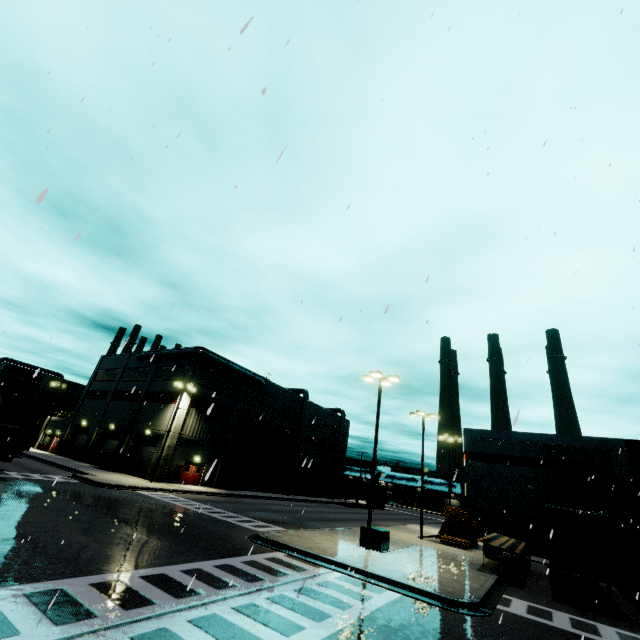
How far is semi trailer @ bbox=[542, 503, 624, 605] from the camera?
14.6m

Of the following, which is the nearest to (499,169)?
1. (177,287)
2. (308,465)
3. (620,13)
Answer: (620,13)

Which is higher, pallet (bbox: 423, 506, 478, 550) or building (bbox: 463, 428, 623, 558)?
building (bbox: 463, 428, 623, 558)

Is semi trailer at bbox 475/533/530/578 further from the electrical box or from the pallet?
the electrical box

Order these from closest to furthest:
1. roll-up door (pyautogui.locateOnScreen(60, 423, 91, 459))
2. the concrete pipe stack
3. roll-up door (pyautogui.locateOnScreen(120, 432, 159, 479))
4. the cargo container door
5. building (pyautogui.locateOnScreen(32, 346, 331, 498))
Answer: the concrete pipe stack < the cargo container door < roll-up door (pyautogui.locateOnScreen(120, 432, 159, 479)) < building (pyautogui.locateOnScreen(32, 346, 331, 498)) < roll-up door (pyautogui.locateOnScreen(60, 423, 91, 459))

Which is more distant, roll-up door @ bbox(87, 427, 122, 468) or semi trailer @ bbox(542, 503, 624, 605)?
roll-up door @ bbox(87, 427, 122, 468)

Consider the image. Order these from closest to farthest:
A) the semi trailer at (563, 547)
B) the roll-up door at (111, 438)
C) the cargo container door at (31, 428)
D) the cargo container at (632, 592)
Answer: the semi trailer at (563, 547), the cargo container at (632, 592), the cargo container door at (31, 428), the roll-up door at (111, 438)

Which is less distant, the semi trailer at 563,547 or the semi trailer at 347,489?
the semi trailer at 563,547
